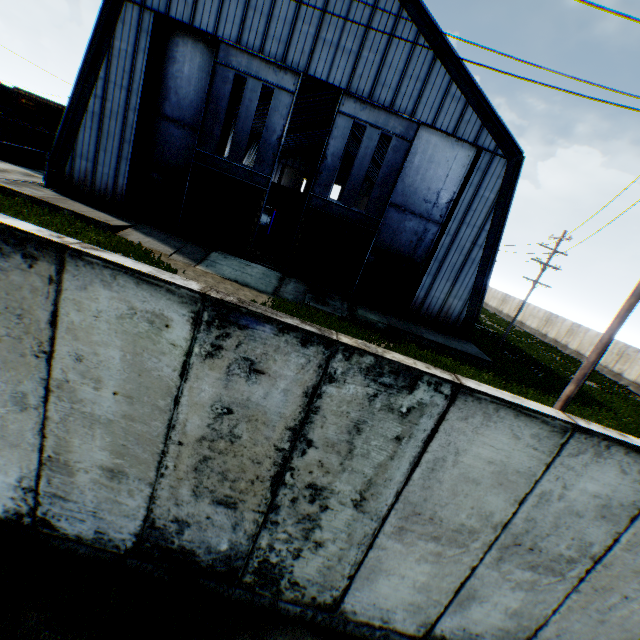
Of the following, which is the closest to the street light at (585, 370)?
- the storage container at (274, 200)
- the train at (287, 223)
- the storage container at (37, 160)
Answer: the train at (287, 223)

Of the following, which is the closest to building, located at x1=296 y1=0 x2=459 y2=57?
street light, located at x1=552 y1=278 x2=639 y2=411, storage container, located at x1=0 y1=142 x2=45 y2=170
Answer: storage container, located at x1=0 y1=142 x2=45 y2=170

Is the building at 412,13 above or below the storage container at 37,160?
above

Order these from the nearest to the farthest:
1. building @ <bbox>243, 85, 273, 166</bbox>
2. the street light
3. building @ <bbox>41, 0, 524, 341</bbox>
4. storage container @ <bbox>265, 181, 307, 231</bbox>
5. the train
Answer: the street light < building @ <bbox>41, 0, 524, 341</bbox> < the train < building @ <bbox>243, 85, 273, 166</bbox> < storage container @ <bbox>265, 181, 307, 231</bbox>

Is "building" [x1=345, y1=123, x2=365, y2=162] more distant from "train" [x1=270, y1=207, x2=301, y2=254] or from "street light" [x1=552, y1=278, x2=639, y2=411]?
"street light" [x1=552, y1=278, x2=639, y2=411]

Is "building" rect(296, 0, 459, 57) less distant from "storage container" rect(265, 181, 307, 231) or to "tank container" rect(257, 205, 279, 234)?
"storage container" rect(265, 181, 307, 231)

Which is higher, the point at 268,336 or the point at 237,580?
the point at 268,336

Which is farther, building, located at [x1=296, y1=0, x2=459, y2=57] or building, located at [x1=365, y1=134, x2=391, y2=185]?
building, located at [x1=365, y1=134, x2=391, y2=185]
